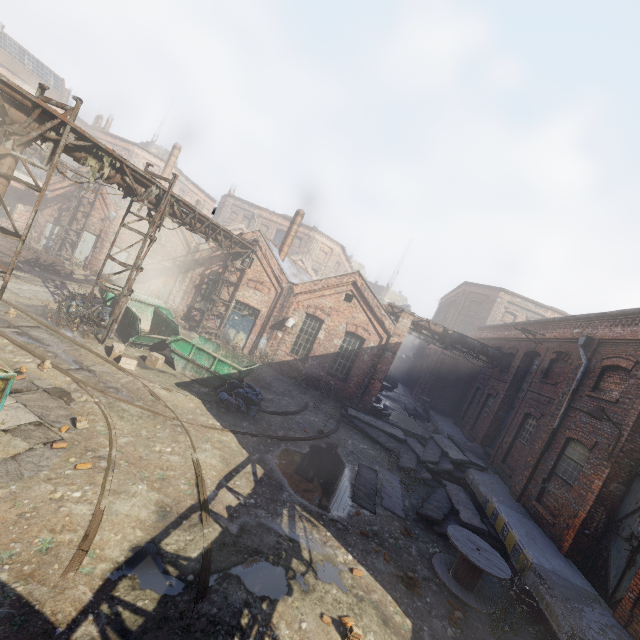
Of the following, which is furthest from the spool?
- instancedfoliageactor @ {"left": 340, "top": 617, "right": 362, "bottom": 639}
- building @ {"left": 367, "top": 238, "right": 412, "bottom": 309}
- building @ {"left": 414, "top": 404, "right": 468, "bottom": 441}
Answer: building @ {"left": 367, "top": 238, "right": 412, "bottom": 309}

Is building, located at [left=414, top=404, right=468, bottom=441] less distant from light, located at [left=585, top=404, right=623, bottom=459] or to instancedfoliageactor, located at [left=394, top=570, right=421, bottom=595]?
instancedfoliageactor, located at [left=394, top=570, right=421, bottom=595]

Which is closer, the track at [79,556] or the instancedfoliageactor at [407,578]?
the track at [79,556]

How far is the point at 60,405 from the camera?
7.8m

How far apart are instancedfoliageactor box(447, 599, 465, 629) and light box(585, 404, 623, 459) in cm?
Answer: 586

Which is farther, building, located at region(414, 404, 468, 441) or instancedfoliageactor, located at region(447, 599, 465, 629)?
building, located at region(414, 404, 468, 441)

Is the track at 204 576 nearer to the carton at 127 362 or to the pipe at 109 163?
the carton at 127 362

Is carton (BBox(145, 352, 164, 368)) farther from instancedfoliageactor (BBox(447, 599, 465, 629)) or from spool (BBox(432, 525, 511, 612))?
instancedfoliageactor (BBox(447, 599, 465, 629))
